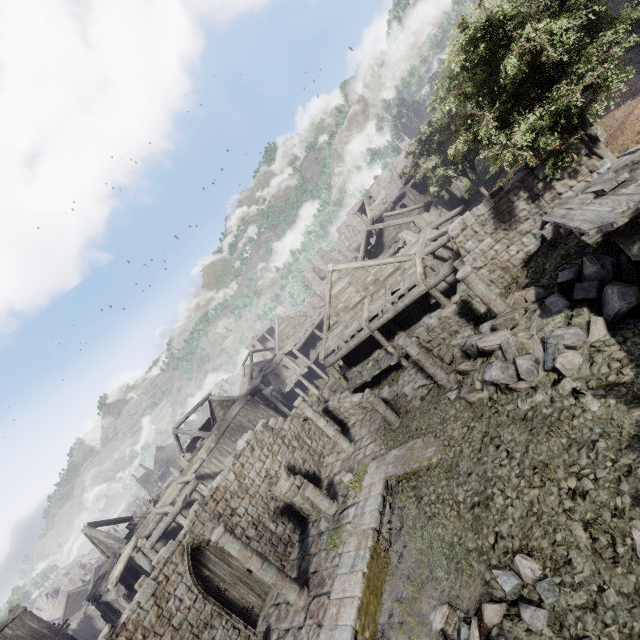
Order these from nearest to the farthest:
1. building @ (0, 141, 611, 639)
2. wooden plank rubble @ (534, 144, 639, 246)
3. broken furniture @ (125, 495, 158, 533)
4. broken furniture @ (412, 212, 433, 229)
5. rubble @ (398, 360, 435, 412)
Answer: wooden plank rubble @ (534, 144, 639, 246) → building @ (0, 141, 611, 639) → rubble @ (398, 360, 435, 412) → broken furniture @ (412, 212, 433, 229) → broken furniture @ (125, 495, 158, 533)

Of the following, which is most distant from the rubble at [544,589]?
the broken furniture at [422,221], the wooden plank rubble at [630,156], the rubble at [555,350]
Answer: the broken furniture at [422,221]

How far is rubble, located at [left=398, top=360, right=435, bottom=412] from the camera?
14.62m

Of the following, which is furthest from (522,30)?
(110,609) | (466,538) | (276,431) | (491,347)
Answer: (110,609)

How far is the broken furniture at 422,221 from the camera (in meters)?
22.41

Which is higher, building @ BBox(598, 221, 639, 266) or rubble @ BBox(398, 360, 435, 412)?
building @ BBox(598, 221, 639, 266)

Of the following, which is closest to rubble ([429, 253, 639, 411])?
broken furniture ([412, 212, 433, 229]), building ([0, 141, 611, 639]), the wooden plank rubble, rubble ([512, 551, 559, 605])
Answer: building ([0, 141, 611, 639])

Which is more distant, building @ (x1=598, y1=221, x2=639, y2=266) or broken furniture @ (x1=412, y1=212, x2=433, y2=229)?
broken furniture @ (x1=412, y1=212, x2=433, y2=229)
